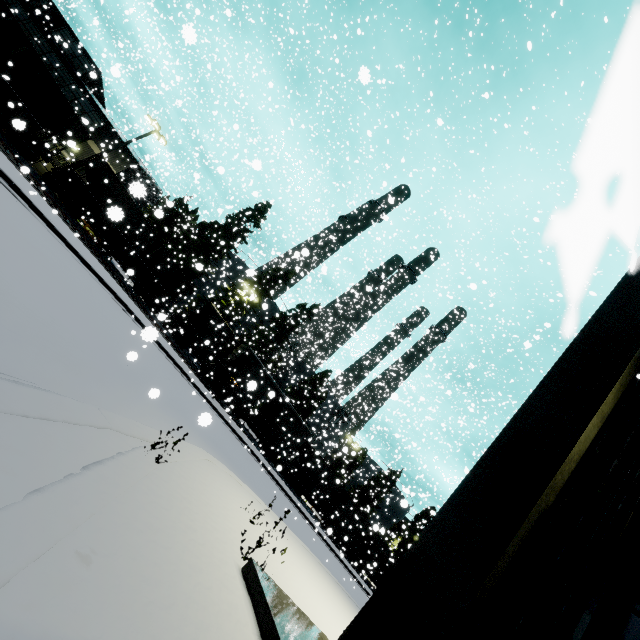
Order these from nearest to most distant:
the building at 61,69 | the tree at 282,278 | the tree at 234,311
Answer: the building at 61,69
the tree at 234,311
the tree at 282,278

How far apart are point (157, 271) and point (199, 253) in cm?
1225

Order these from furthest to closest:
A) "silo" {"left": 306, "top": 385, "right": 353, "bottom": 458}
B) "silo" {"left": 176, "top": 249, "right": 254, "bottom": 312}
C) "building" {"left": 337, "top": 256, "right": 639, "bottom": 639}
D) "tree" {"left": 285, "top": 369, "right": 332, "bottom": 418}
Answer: "tree" {"left": 285, "top": 369, "right": 332, "bottom": 418}, "silo" {"left": 306, "top": 385, "right": 353, "bottom": 458}, "silo" {"left": 176, "top": 249, "right": 254, "bottom": 312}, "building" {"left": 337, "top": 256, "right": 639, "bottom": 639}

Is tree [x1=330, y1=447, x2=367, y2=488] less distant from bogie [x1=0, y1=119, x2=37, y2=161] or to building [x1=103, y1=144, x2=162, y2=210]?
building [x1=103, y1=144, x2=162, y2=210]

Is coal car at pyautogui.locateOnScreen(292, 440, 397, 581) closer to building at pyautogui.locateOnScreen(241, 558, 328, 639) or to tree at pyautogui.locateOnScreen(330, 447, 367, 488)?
building at pyautogui.locateOnScreen(241, 558, 328, 639)

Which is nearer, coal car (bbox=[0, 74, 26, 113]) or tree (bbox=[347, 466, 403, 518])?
coal car (bbox=[0, 74, 26, 113])

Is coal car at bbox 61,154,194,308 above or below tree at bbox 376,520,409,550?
below

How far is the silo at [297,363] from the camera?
41.67m
